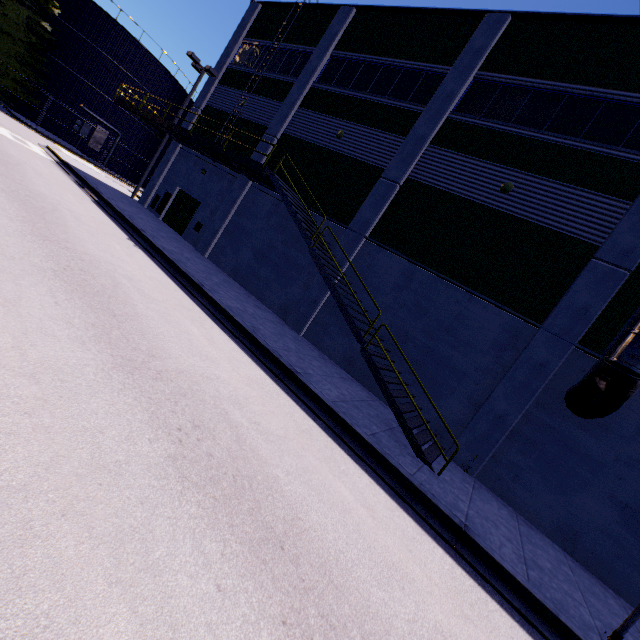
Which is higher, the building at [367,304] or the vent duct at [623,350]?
the vent duct at [623,350]

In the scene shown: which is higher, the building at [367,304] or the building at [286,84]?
the building at [367,304]

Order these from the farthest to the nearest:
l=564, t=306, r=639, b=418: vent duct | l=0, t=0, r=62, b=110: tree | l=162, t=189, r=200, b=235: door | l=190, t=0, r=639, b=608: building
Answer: l=0, t=0, r=62, b=110: tree → l=162, t=189, r=200, b=235: door → l=190, t=0, r=639, b=608: building → l=564, t=306, r=639, b=418: vent duct

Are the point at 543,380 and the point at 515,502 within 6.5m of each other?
yes

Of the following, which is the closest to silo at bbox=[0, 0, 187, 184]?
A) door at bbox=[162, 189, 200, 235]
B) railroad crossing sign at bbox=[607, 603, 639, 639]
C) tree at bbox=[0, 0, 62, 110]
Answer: tree at bbox=[0, 0, 62, 110]

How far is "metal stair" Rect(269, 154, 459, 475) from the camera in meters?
8.5

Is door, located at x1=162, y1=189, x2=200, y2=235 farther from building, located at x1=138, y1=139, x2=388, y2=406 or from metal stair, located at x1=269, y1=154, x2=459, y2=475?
metal stair, located at x1=269, y1=154, x2=459, y2=475

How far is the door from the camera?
19.67m
